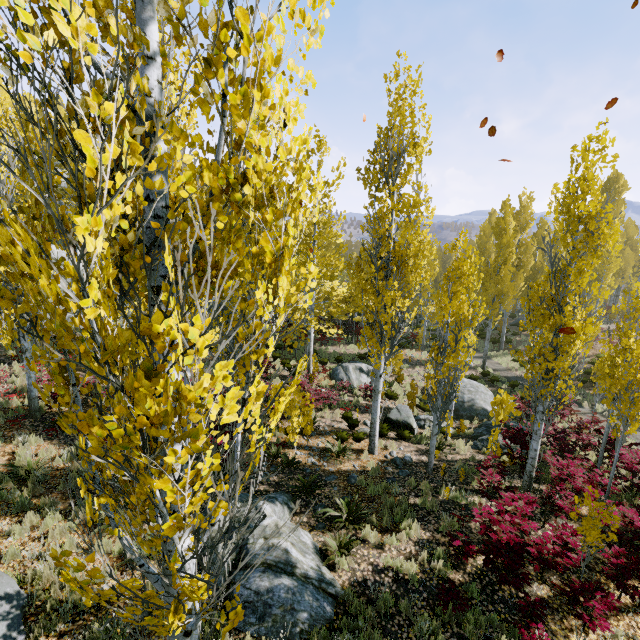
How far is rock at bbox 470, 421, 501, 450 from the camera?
13.16m

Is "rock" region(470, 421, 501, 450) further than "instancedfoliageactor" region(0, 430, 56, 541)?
Yes

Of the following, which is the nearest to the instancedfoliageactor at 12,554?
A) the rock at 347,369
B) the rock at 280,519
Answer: the rock at 280,519

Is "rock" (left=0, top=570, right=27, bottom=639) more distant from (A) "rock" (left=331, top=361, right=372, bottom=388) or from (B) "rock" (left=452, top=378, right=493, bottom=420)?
(B) "rock" (left=452, top=378, right=493, bottom=420)

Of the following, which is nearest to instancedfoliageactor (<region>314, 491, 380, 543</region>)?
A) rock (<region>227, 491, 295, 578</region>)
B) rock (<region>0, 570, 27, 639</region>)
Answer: rock (<region>227, 491, 295, 578</region>)

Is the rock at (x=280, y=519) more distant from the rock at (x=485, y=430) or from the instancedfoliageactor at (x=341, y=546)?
the rock at (x=485, y=430)

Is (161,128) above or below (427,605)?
above

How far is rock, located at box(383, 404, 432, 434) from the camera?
14.31m
